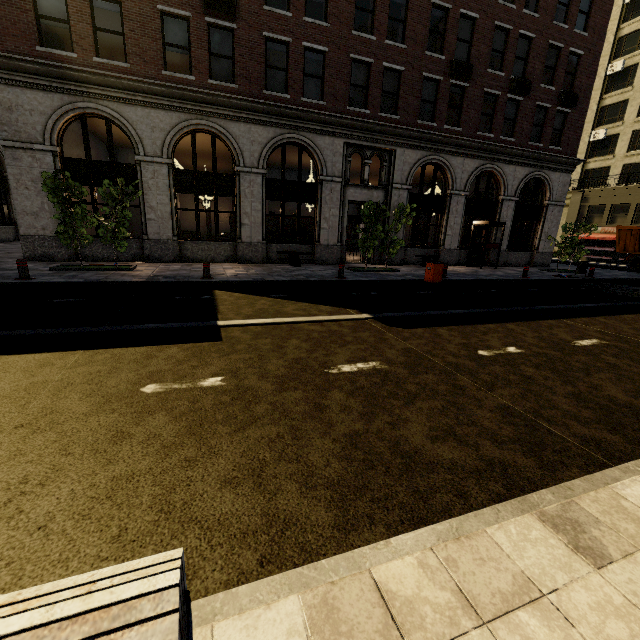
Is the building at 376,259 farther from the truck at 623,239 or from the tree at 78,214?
the truck at 623,239

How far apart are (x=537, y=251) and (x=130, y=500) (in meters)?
26.38

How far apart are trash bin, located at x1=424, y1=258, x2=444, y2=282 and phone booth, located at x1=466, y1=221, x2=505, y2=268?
8.04m

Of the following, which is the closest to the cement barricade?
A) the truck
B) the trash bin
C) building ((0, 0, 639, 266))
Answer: the trash bin

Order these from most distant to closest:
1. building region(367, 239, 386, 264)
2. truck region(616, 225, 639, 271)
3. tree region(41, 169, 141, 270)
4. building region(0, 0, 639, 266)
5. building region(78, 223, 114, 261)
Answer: truck region(616, 225, 639, 271) → building region(367, 239, 386, 264) → building region(78, 223, 114, 261) → building region(0, 0, 639, 266) → tree region(41, 169, 141, 270)

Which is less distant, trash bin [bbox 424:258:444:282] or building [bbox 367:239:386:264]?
trash bin [bbox 424:258:444:282]

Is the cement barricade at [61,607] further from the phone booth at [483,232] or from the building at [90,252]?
the phone booth at [483,232]

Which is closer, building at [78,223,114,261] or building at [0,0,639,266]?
building at [0,0,639,266]
